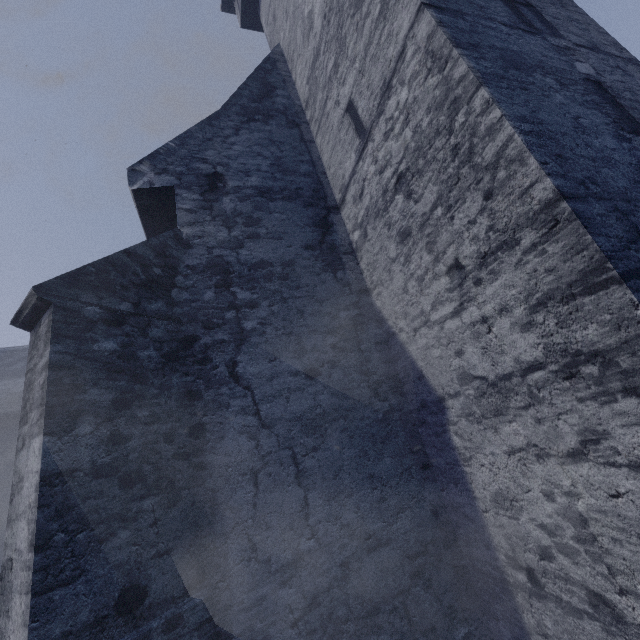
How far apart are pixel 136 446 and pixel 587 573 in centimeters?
343cm
